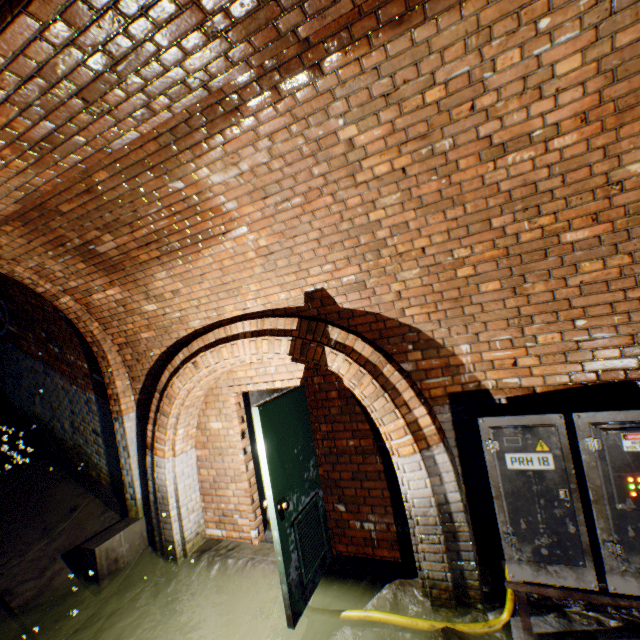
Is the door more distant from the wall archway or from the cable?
the wall archway

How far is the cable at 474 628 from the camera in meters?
2.8 m

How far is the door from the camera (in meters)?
3.09

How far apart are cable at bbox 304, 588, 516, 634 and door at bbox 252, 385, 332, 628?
0.0m

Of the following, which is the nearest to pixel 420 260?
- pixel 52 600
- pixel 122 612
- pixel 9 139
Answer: pixel 9 139

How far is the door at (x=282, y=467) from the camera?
3.1m

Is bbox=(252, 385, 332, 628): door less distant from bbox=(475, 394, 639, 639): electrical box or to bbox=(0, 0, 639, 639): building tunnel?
bbox=(0, 0, 639, 639): building tunnel

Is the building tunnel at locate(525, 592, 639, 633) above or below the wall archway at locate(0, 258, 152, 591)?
below
